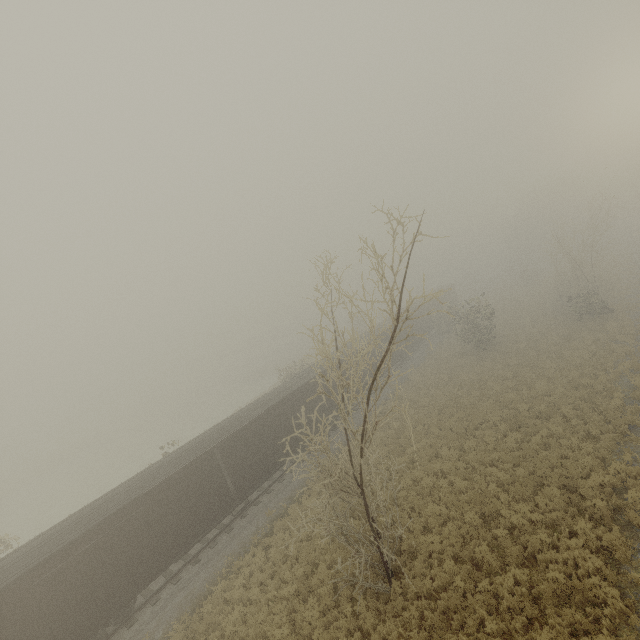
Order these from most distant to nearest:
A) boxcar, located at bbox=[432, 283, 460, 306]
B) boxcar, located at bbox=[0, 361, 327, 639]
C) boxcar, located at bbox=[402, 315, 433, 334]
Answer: boxcar, located at bbox=[432, 283, 460, 306] → boxcar, located at bbox=[402, 315, 433, 334] → boxcar, located at bbox=[0, 361, 327, 639]

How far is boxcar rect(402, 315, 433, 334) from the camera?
37.1m

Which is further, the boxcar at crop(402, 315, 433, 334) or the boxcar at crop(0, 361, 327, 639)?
the boxcar at crop(402, 315, 433, 334)

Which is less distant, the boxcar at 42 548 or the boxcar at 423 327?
the boxcar at 42 548

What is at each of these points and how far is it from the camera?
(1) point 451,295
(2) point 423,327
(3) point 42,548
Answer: (1) boxcar, 48.97m
(2) boxcar, 39.50m
(3) boxcar, 12.49m
